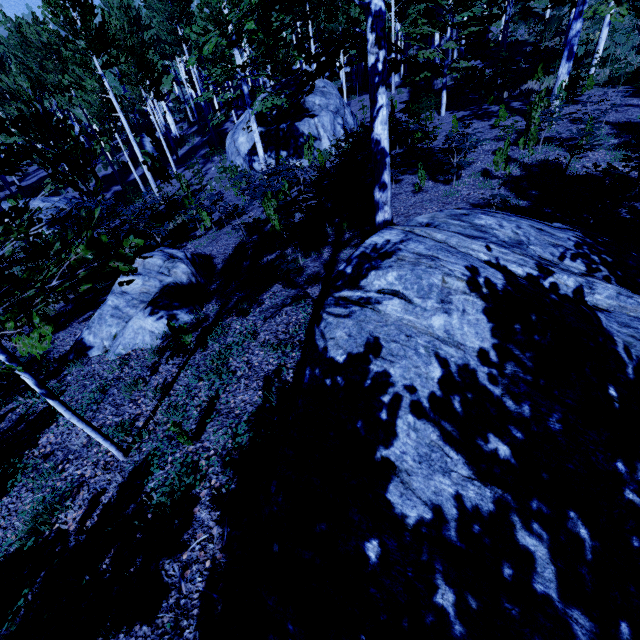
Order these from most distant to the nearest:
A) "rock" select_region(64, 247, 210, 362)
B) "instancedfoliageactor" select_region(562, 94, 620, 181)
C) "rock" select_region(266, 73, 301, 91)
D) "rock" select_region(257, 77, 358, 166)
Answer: "rock" select_region(266, 73, 301, 91), "rock" select_region(257, 77, 358, 166), "instancedfoliageactor" select_region(562, 94, 620, 181), "rock" select_region(64, 247, 210, 362)

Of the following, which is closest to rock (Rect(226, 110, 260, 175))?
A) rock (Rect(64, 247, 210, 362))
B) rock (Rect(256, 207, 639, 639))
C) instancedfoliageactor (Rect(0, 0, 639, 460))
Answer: instancedfoliageactor (Rect(0, 0, 639, 460))

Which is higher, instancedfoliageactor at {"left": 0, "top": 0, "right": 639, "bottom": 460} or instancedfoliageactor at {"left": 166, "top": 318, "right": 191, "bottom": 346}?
instancedfoliageactor at {"left": 0, "top": 0, "right": 639, "bottom": 460}

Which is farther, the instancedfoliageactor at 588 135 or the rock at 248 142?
the rock at 248 142

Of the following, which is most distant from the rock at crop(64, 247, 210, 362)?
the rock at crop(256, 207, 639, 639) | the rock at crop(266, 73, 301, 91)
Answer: the rock at crop(266, 73, 301, 91)

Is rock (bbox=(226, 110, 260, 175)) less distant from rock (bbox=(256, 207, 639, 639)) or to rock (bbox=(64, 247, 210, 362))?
rock (bbox=(64, 247, 210, 362))

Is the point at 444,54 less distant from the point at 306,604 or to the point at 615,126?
the point at 615,126

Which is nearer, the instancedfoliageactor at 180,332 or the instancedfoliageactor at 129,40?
the instancedfoliageactor at 129,40
